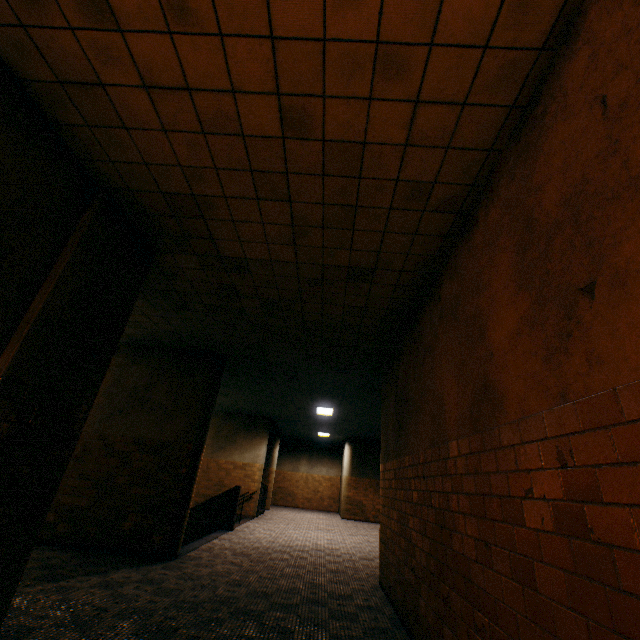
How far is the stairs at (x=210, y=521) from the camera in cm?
800

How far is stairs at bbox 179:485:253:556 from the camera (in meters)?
8.00

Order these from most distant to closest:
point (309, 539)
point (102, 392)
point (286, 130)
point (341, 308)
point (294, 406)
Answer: point (294, 406)
point (309, 539)
point (102, 392)
point (341, 308)
point (286, 130)
